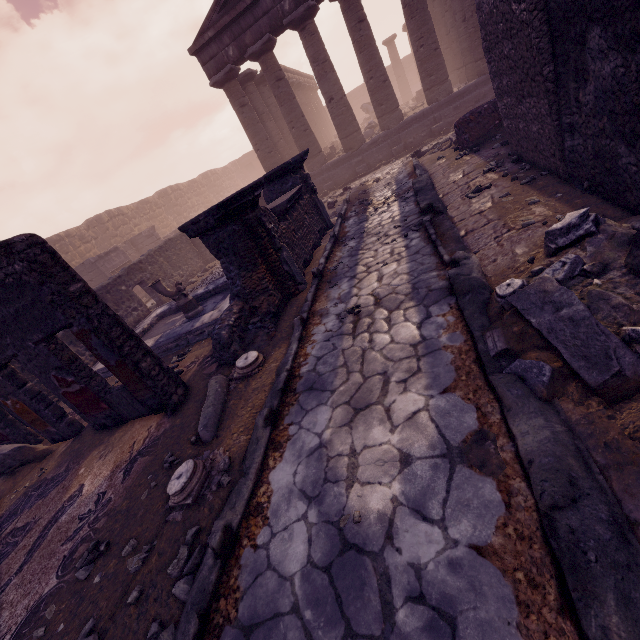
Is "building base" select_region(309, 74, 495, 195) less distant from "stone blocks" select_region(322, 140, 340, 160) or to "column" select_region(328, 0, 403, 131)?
"column" select_region(328, 0, 403, 131)

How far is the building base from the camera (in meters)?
13.17

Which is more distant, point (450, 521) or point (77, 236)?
point (77, 236)

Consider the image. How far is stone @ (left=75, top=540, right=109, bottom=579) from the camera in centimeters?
304cm

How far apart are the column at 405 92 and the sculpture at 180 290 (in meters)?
33.65

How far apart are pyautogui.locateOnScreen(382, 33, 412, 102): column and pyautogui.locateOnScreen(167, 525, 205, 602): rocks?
38.82m

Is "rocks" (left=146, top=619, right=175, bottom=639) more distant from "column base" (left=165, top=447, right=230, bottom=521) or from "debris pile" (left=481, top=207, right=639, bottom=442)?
"debris pile" (left=481, top=207, right=639, bottom=442)

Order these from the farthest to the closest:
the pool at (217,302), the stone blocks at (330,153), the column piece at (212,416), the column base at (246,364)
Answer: the stone blocks at (330,153)
the pool at (217,302)
the column base at (246,364)
the column piece at (212,416)
